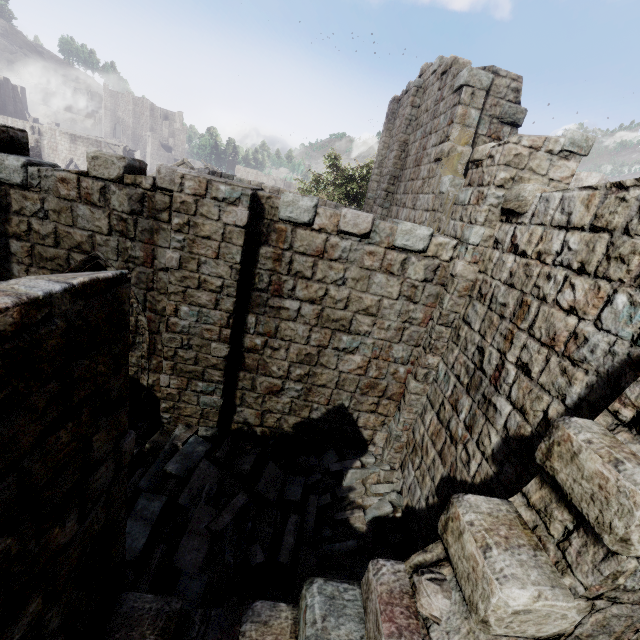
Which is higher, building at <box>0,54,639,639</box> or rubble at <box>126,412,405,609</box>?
building at <box>0,54,639,639</box>

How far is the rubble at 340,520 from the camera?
4.88m

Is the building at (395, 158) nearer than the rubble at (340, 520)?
Yes

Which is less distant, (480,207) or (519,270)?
(519,270)

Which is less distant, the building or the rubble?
the building

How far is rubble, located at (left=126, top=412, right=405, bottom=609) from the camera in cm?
488
